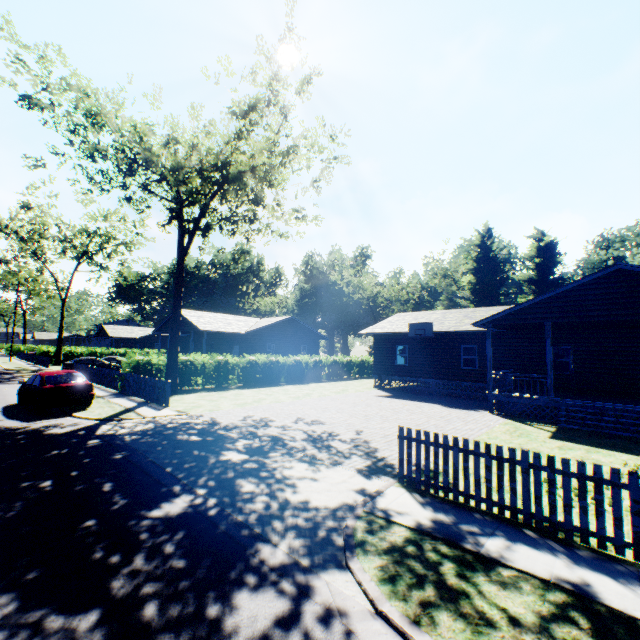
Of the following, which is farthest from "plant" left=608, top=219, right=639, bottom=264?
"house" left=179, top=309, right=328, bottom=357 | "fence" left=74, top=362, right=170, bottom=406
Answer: "house" left=179, top=309, right=328, bottom=357

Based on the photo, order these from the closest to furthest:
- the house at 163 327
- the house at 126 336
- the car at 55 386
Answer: the car at 55 386, the house at 163 327, the house at 126 336

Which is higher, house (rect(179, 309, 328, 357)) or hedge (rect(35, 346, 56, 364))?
house (rect(179, 309, 328, 357))

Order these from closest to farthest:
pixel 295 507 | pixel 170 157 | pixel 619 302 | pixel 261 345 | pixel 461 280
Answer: pixel 295 507 → pixel 619 302 → pixel 170 157 → pixel 261 345 → pixel 461 280

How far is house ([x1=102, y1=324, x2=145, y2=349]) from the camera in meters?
56.7 m

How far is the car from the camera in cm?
1310

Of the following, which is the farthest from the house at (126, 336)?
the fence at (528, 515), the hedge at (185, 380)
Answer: the fence at (528, 515)

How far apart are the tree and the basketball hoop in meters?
15.3 m
